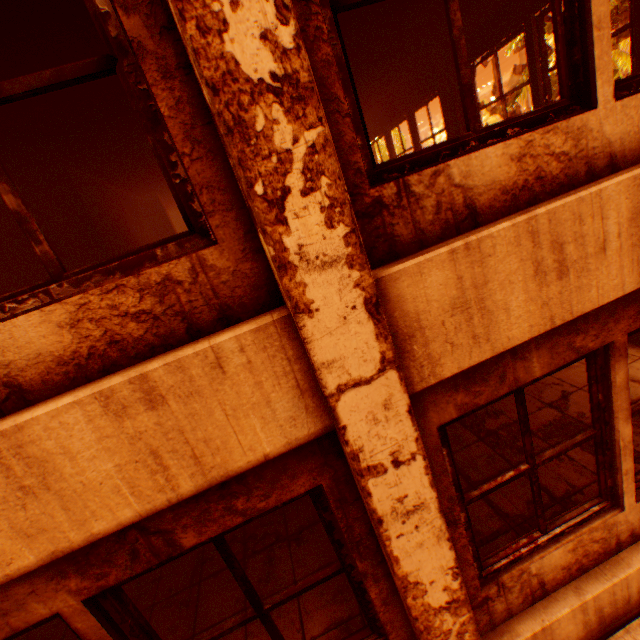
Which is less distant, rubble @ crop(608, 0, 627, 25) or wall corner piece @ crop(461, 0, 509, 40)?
wall corner piece @ crop(461, 0, 509, 40)

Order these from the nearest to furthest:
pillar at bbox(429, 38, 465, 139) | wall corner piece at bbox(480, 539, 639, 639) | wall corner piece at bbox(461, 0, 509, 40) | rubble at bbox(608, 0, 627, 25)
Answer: wall corner piece at bbox(480, 539, 639, 639), wall corner piece at bbox(461, 0, 509, 40), pillar at bbox(429, 38, 465, 139), rubble at bbox(608, 0, 627, 25)

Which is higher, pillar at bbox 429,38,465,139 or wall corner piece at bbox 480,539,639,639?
pillar at bbox 429,38,465,139

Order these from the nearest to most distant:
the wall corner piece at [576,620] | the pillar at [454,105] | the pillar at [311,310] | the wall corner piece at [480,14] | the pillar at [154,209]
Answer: the pillar at [311,310] → the wall corner piece at [576,620] → the wall corner piece at [480,14] → the pillar at [454,105] → the pillar at [154,209]

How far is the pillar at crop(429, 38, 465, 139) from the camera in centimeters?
615cm

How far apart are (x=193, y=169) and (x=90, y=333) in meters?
0.8 m

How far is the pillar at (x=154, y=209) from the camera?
9.84m

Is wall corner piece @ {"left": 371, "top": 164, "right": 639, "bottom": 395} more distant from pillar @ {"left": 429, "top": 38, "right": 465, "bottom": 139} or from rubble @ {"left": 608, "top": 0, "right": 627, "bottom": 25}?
rubble @ {"left": 608, "top": 0, "right": 627, "bottom": 25}
